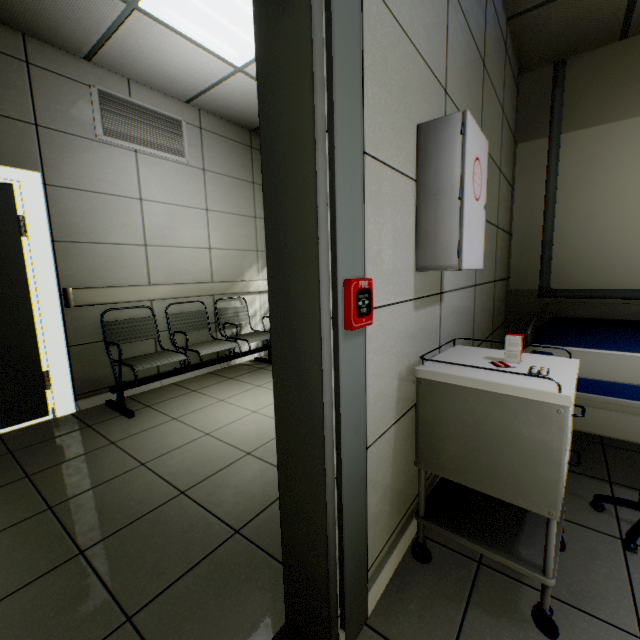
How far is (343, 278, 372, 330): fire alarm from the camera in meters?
0.9 m

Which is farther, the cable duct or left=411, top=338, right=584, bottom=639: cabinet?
the cable duct

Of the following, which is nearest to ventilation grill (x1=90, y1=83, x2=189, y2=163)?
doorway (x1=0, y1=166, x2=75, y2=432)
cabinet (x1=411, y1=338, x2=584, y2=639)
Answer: doorway (x1=0, y1=166, x2=75, y2=432)

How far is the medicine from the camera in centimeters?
127cm

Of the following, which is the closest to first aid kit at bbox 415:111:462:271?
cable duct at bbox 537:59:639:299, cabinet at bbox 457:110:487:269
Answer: cabinet at bbox 457:110:487:269

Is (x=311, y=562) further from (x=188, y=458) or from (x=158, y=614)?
(x=188, y=458)

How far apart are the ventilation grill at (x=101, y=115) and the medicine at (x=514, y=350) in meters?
3.9 m

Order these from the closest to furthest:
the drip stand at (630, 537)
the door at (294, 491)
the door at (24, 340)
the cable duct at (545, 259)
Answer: the door at (294, 491), the drip stand at (630, 537), the door at (24, 340), the cable duct at (545, 259)
